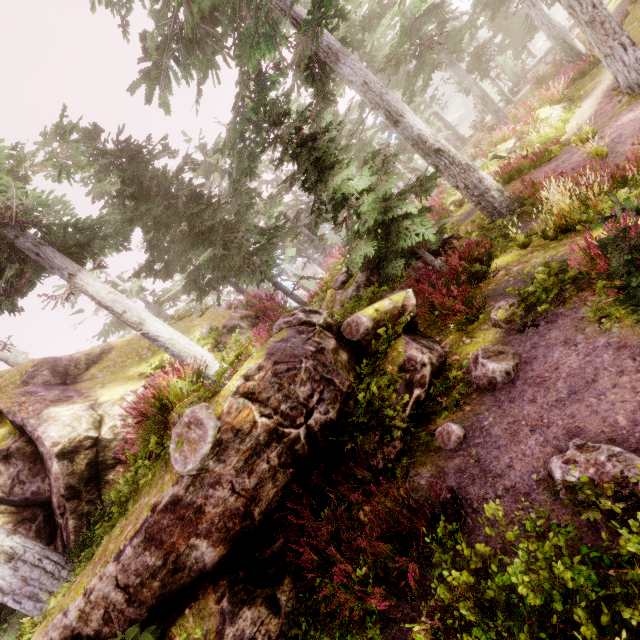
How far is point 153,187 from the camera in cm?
1221

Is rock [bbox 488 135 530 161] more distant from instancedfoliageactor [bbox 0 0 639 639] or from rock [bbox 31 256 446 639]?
rock [bbox 31 256 446 639]

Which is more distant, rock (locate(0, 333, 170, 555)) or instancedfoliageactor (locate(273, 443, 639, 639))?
rock (locate(0, 333, 170, 555))

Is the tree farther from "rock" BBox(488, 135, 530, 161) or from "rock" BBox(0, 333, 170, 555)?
"rock" BBox(0, 333, 170, 555)

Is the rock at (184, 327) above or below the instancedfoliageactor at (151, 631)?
above

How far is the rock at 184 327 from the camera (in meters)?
10.87

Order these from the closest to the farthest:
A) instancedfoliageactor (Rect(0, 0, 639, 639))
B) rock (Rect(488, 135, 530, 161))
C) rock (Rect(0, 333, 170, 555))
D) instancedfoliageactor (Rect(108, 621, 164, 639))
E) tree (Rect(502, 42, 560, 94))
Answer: instancedfoliageactor (Rect(108, 621, 164, 639))
instancedfoliageactor (Rect(0, 0, 639, 639))
rock (Rect(0, 333, 170, 555))
rock (Rect(488, 135, 530, 161))
tree (Rect(502, 42, 560, 94))
